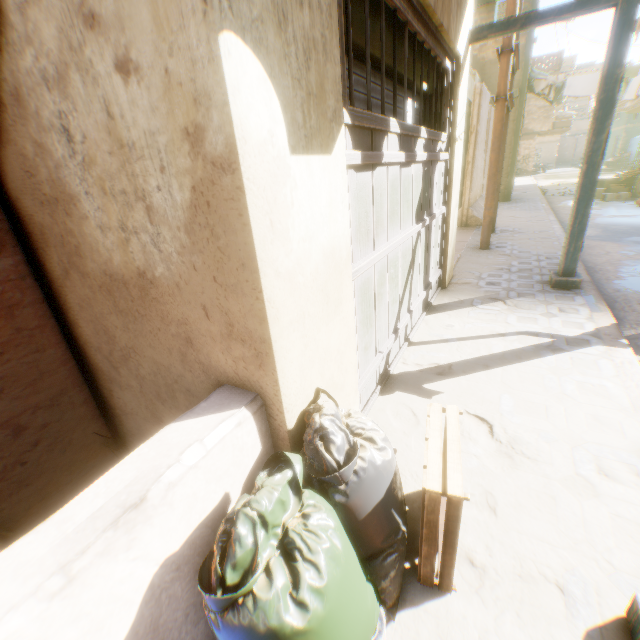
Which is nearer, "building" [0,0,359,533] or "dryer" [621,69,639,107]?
"building" [0,0,359,533]

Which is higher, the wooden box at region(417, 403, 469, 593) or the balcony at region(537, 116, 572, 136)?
the balcony at region(537, 116, 572, 136)

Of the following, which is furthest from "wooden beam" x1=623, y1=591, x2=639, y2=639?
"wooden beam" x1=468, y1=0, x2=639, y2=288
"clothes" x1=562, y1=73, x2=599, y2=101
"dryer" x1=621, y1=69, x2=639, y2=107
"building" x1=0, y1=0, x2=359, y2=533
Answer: "dryer" x1=621, y1=69, x2=639, y2=107

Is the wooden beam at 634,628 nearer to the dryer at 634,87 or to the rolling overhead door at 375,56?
the rolling overhead door at 375,56

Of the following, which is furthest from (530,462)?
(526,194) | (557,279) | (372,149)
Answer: (526,194)

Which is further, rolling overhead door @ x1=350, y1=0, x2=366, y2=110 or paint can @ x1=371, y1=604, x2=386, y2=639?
rolling overhead door @ x1=350, y1=0, x2=366, y2=110

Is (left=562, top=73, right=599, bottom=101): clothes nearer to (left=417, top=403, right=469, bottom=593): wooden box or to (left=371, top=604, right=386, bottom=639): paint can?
(left=417, top=403, right=469, bottom=593): wooden box

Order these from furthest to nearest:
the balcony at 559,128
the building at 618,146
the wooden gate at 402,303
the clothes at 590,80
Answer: the balcony at 559,128
the building at 618,146
the clothes at 590,80
the wooden gate at 402,303
